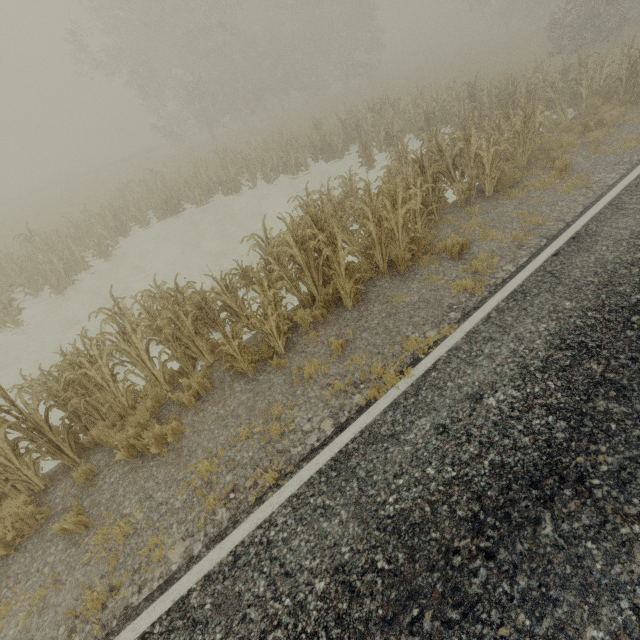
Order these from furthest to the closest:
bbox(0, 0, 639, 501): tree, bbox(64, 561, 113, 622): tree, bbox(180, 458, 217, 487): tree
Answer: bbox(0, 0, 639, 501): tree
bbox(180, 458, 217, 487): tree
bbox(64, 561, 113, 622): tree

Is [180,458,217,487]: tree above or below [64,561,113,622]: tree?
below

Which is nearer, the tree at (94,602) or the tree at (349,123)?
the tree at (94,602)

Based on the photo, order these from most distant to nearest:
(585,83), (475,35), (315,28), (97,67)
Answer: (475,35) → (315,28) → (97,67) → (585,83)

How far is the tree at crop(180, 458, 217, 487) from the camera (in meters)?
4.39

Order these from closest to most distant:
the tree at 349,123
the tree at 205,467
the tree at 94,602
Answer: the tree at 94,602 → the tree at 205,467 → the tree at 349,123

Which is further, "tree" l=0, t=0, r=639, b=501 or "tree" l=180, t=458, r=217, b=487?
"tree" l=0, t=0, r=639, b=501
